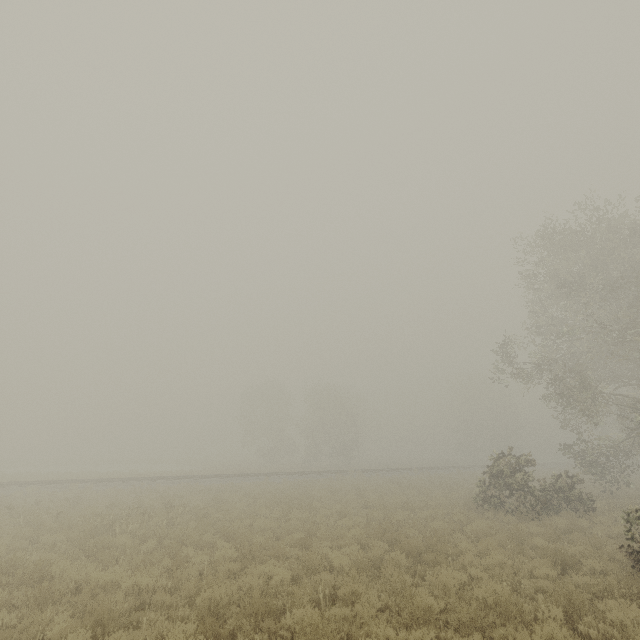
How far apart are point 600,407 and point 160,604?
23.6 meters
